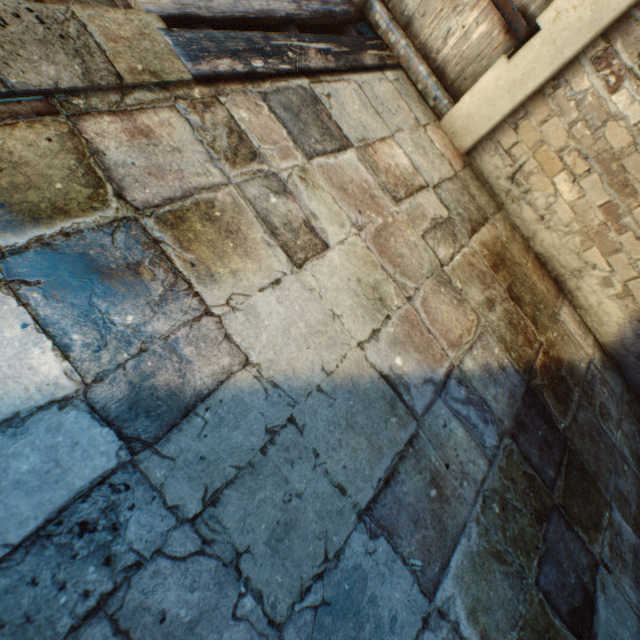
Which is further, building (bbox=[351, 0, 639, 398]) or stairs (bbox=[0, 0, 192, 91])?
building (bbox=[351, 0, 639, 398])

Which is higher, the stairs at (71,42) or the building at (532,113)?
the building at (532,113)

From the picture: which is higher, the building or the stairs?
the building

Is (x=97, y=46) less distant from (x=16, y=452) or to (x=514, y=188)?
(x=16, y=452)

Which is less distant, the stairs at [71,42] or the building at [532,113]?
the stairs at [71,42]
